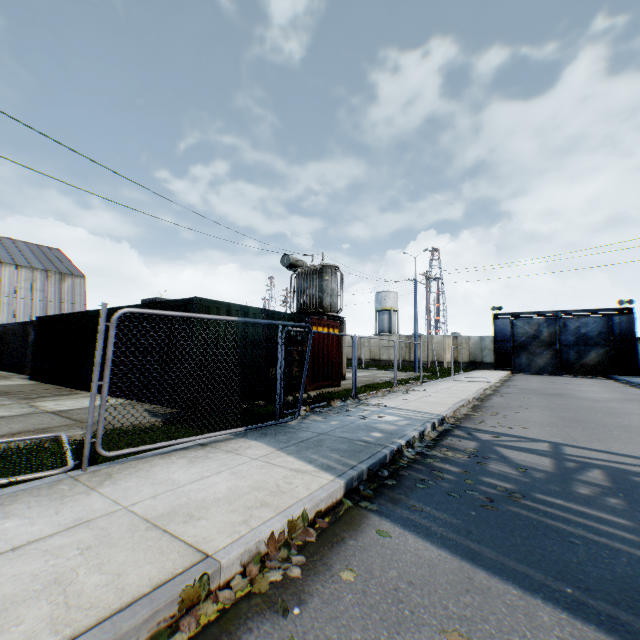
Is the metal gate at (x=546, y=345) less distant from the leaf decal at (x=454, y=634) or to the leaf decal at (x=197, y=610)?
the leaf decal at (x=197, y=610)

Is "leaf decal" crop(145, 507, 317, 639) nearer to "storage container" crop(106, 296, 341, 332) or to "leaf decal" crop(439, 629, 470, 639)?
"leaf decal" crop(439, 629, 470, 639)

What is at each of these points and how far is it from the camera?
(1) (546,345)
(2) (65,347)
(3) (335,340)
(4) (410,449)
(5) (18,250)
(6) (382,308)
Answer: (1) metal gate, 31.88m
(2) storage container, 13.21m
(3) storage container, 14.54m
(4) leaf decal, 5.97m
(5) building, 43.62m
(6) vertical tank, 56.88m

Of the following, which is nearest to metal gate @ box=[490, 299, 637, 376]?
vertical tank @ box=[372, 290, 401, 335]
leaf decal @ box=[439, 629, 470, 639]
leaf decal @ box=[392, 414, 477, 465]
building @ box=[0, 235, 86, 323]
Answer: vertical tank @ box=[372, 290, 401, 335]

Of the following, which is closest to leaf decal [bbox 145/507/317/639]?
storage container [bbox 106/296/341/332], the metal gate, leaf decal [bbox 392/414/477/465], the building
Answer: leaf decal [bbox 392/414/477/465]

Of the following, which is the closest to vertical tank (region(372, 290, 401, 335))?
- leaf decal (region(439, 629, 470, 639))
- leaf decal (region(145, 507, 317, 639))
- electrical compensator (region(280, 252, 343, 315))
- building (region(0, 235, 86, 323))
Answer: electrical compensator (region(280, 252, 343, 315))

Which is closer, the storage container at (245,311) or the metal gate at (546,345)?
the storage container at (245,311)

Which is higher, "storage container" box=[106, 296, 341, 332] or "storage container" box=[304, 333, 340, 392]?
"storage container" box=[106, 296, 341, 332]
